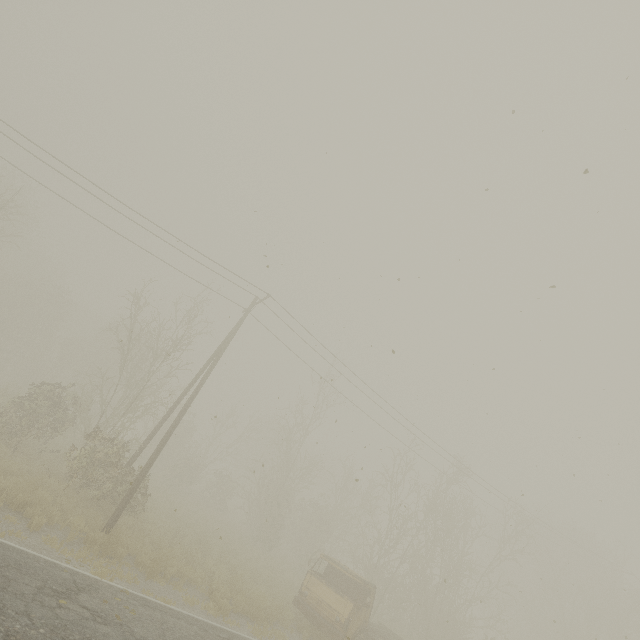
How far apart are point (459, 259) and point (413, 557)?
24.5 meters
